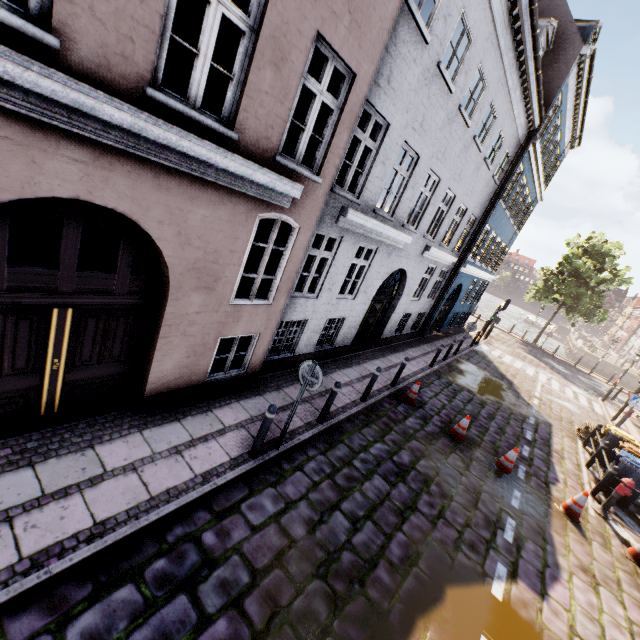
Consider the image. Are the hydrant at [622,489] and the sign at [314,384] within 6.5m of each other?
no

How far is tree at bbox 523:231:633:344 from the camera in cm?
2761

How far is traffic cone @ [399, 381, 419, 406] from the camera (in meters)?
9.98

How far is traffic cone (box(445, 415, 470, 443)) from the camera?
9.1 meters

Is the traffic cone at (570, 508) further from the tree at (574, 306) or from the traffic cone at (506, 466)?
the tree at (574, 306)

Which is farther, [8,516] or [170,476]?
[170,476]

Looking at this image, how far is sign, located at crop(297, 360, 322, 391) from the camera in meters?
5.4

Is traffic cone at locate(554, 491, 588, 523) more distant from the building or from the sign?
the sign
